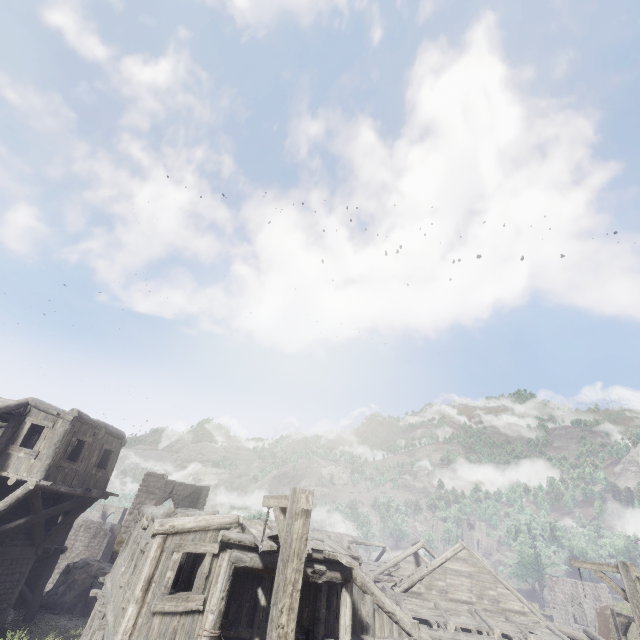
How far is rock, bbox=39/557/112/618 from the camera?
18.2m

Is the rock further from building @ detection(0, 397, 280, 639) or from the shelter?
the shelter

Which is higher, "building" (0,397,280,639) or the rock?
"building" (0,397,280,639)

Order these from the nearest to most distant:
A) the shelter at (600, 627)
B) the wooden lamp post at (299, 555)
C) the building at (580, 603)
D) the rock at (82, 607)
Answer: the wooden lamp post at (299, 555) → the building at (580, 603) → the rock at (82, 607) → the shelter at (600, 627)

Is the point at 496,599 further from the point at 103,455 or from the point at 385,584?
the point at 103,455

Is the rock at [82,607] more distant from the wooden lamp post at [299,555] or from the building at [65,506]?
the wooden lamp post at [299,555]

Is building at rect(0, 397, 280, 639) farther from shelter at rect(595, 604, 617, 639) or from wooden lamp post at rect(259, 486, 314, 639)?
wooden lamp post at rect(259, 486, 314, 639)

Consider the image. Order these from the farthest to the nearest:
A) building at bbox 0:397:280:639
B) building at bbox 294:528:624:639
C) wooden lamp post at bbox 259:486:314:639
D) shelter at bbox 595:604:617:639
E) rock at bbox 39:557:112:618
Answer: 1. shelter at bbox 595:604:617:639
2. rock at bbox 39:557:112:618
3. building at bbox 294:528:624:639
4. building at bbox 0:397:280:639
5. wooden lamp post at bbox 259:486:314:639
